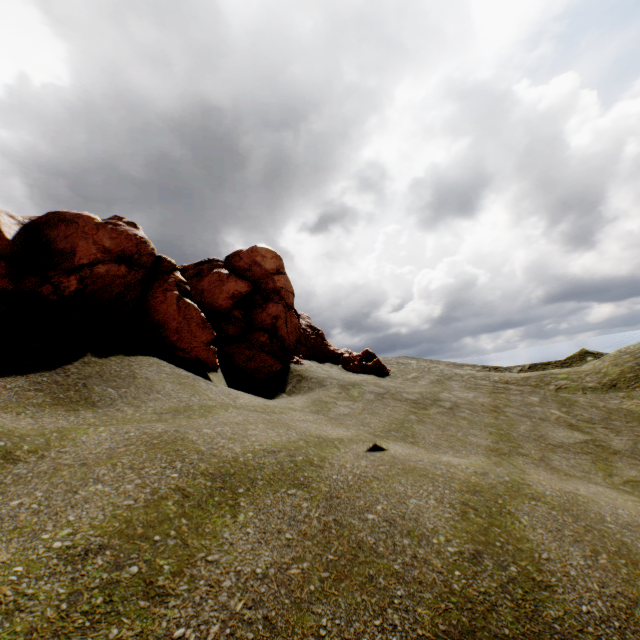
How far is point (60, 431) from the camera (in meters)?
5.41
